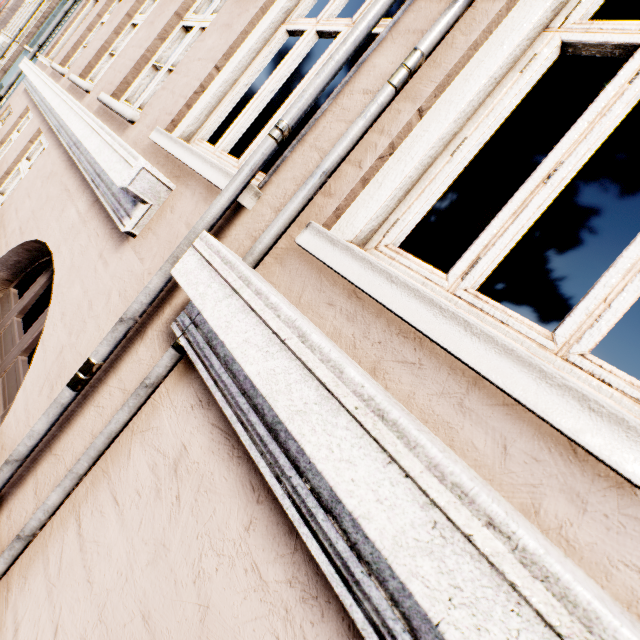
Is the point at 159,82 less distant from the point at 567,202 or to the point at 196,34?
the point at 196,34
